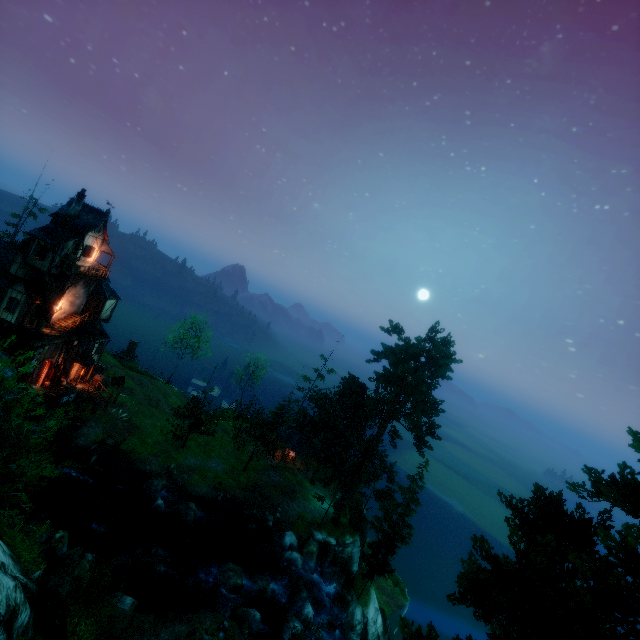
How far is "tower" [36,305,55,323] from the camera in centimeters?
3162cm

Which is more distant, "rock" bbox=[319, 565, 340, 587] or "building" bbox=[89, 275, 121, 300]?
"building" bbox=[89, 275, 121, 300]

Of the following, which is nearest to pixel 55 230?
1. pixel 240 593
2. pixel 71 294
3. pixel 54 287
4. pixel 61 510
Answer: pixel 54 287

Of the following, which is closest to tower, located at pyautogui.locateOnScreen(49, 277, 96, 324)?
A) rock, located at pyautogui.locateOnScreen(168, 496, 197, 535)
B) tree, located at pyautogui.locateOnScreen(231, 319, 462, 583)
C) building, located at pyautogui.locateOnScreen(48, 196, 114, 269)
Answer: building, located at pyautogui.locateOnScreen(48, 196, 114, 269)

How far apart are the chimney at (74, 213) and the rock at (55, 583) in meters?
28.1

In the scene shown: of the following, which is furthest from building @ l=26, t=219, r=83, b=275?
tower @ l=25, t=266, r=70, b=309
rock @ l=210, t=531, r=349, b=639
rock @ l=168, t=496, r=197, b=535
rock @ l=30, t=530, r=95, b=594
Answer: rock @ l=210, t=531, r=349, b=639

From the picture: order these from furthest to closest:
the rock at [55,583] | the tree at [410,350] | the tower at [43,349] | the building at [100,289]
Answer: the building at [100,289] < the tree at [410,350] < the tower at [43,349] < the rock at [55,583]

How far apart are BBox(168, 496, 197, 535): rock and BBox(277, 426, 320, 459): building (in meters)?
13.59
